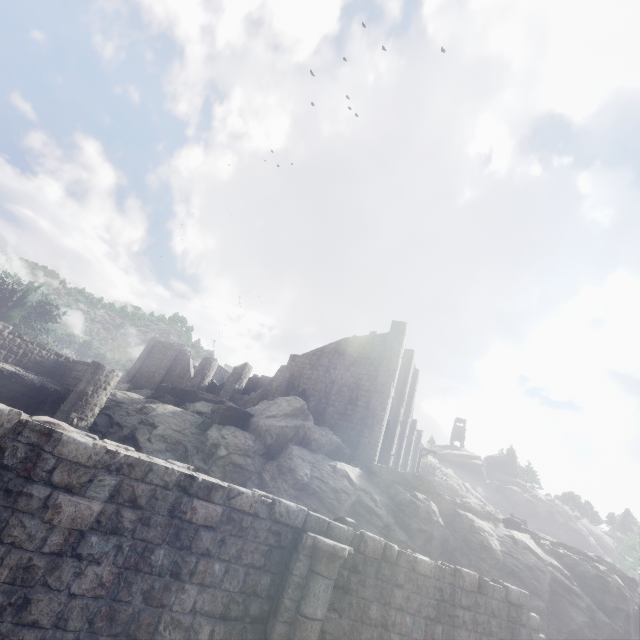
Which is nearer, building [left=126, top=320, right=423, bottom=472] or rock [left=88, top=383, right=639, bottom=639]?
rock [left=88, top=383, right=639, bottom=639]

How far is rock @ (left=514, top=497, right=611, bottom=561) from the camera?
54.4m

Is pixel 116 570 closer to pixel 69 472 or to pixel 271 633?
pixel 69 472

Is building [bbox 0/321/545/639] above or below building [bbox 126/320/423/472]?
below

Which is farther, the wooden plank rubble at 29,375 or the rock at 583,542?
the rock at 583,542

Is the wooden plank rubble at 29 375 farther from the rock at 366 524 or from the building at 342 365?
the rock at 366 524

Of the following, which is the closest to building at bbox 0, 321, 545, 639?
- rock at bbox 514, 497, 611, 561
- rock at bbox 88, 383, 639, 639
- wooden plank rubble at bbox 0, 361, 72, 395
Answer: wooden plank rubble at bbox 0, 361, 72, 395

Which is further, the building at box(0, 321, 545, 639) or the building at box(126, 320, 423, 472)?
the building at box(126, 320, 423, 472)
